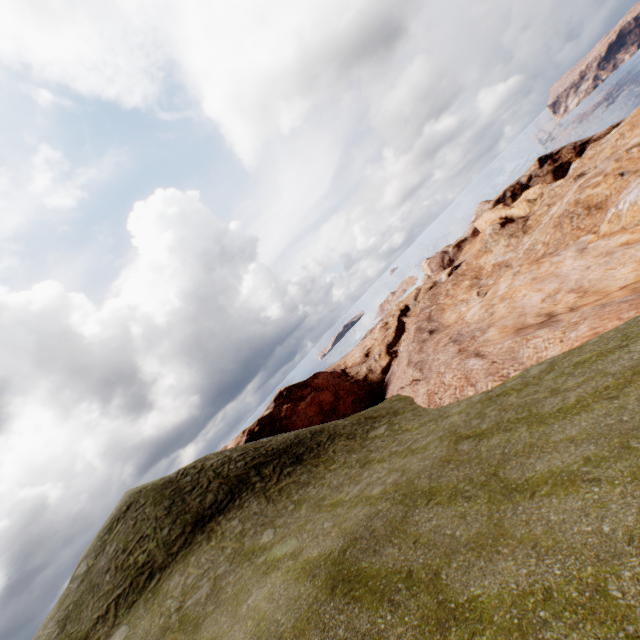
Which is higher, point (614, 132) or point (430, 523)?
point (430, 523)
